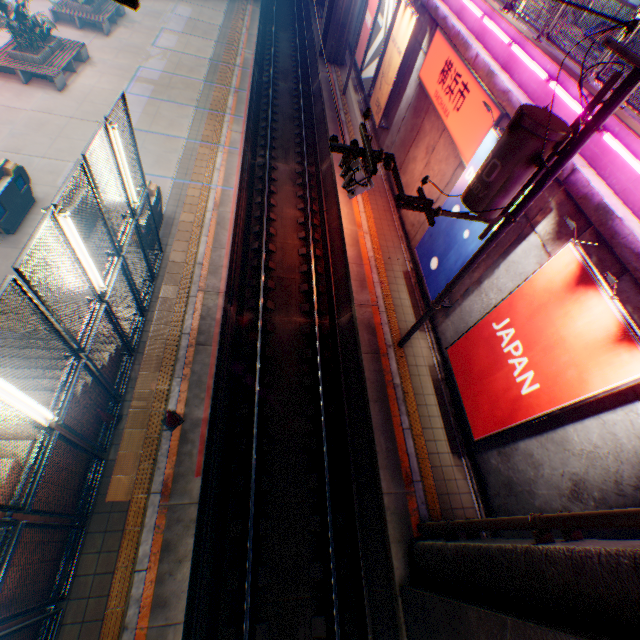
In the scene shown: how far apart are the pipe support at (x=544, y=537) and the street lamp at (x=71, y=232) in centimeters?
843cm

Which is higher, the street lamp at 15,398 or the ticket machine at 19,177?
the street lamp at 15,398

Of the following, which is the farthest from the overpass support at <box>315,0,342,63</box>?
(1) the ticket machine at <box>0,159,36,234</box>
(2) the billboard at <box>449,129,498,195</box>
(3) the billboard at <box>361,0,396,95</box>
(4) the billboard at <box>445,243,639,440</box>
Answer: (1) the ticket machine at <box>0,159,36,234</box>

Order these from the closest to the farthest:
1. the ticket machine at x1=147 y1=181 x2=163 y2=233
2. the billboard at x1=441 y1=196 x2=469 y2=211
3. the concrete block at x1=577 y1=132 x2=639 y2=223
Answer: the concrete block at x1=577 y1=132 x2=639 y2=223 → the billboard at x1=441 y1=196 x2=469 y2=211 → the ticket machine at x1=147 y1=181 x2=163 y2=233

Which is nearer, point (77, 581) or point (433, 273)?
point (77, 581)

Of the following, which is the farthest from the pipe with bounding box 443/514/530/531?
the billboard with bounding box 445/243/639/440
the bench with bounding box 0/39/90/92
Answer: the bench with bounding box 0/39/90/92

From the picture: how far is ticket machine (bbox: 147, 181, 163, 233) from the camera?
10.5m

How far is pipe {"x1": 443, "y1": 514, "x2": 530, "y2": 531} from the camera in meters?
5.1 m
